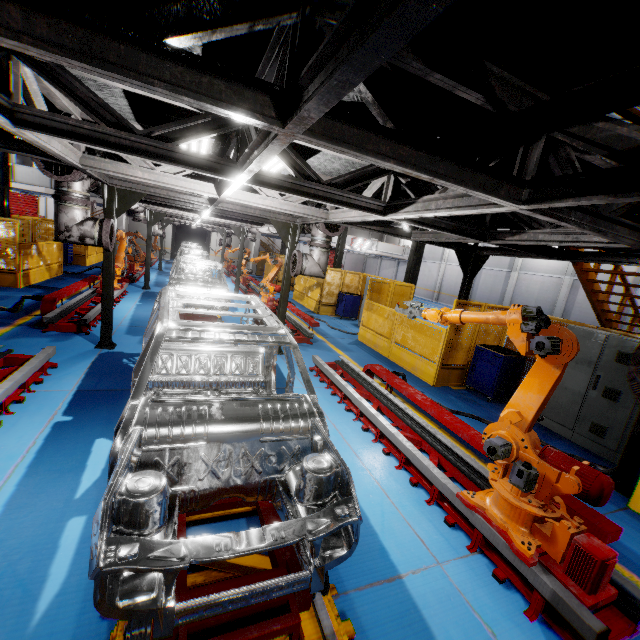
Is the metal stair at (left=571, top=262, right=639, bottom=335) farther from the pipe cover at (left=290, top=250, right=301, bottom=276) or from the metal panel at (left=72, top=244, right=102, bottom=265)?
the pipe cover at (left=290, top=250, right=301, bottom=276)

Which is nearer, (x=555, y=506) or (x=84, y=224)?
(x=555, y=506)

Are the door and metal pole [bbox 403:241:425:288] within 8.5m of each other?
no

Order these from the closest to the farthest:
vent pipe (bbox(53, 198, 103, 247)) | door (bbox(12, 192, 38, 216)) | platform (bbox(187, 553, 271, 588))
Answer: platform (bbox(187, 553, 271, 588)), vent pipe (bbox(53, 198, 103, 247)), door (bbox(12, 192, 38, 216))

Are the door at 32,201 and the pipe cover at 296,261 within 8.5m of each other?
no

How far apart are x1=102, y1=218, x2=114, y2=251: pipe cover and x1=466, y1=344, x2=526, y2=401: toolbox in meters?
8.2

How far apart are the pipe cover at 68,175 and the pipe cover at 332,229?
4.1m

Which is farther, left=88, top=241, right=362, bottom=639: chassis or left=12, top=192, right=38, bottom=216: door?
left=12, top=192, right=38, bottom=216: door
